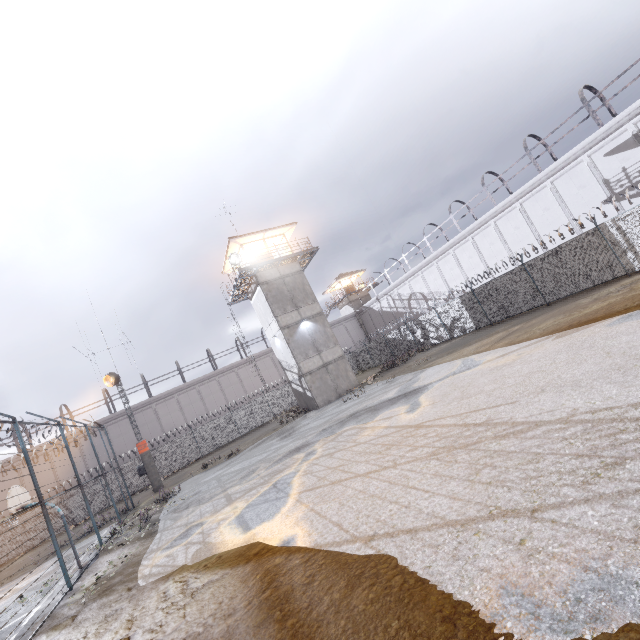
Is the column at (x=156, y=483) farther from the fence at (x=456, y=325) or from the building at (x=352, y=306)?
the building at (x=352, y=306)

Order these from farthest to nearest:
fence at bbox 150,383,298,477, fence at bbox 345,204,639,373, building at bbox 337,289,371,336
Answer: building at bbox 337,289,371,336 → fence at bbox 150,383,298,477 → fence at bbox 345,204,639,373

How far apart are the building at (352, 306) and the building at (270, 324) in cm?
2362

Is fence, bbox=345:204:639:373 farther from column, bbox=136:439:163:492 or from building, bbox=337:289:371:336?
building, bbox=337:289:371:336

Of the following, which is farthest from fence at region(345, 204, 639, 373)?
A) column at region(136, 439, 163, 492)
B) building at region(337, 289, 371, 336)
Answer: building at region(337, 289, 371, 336)

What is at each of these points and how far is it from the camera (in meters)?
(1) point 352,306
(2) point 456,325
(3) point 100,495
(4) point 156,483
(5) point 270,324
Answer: (1) building, 50.22
(2) fence, 25.14
(3) fence, 27.52
(4) column, 22.92
(5) building, 26.62

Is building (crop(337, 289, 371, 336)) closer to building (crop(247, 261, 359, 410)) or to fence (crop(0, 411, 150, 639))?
fence (crop(0, 411, 150, 639))

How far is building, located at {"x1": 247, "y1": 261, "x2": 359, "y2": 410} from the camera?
24.8 meters
